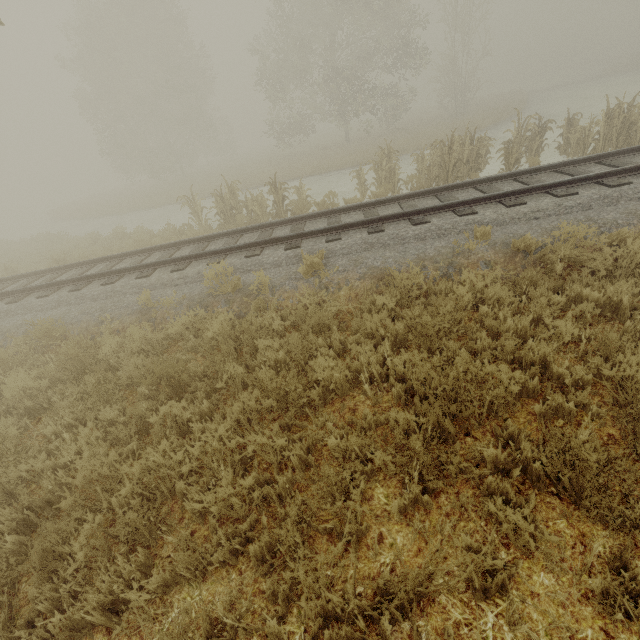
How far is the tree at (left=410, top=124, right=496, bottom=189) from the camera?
10.5 meters

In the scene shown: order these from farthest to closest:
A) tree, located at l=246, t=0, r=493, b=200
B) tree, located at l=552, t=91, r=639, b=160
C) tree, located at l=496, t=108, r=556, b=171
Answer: tree, located at l=246, t=0, r=493, b=200, tree, located at l=496, t=108, r=556, b=171, tree, located at l=552, t=91, r=639, b=160

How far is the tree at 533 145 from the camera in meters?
10.3

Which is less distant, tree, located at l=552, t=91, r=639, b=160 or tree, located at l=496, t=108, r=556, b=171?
tree, located at l=552, t=91, r=639, b=160

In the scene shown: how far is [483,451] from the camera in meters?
3.1 m

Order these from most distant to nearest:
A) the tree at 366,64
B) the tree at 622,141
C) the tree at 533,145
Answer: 1. the tree at 366,64
2. the tree at 533,145
3. the tree at 622,141

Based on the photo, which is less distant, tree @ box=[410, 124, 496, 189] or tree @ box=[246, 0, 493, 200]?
tree @ box=[410, 124, 496, 189]
